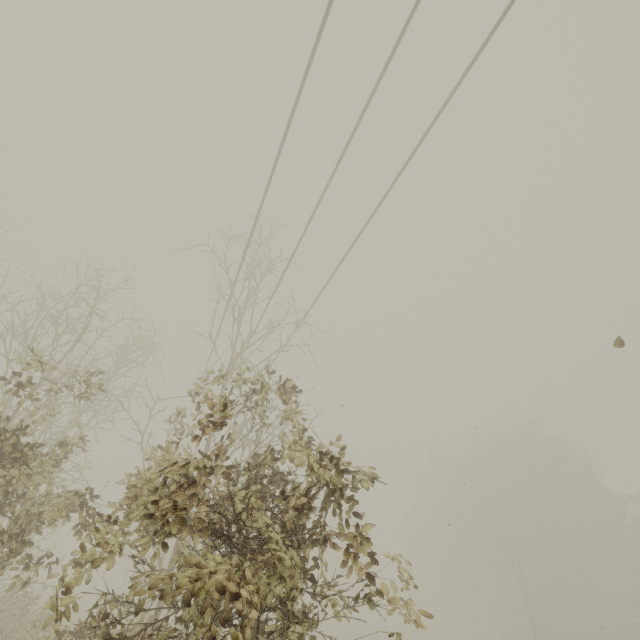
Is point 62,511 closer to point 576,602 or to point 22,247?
point 22,247
